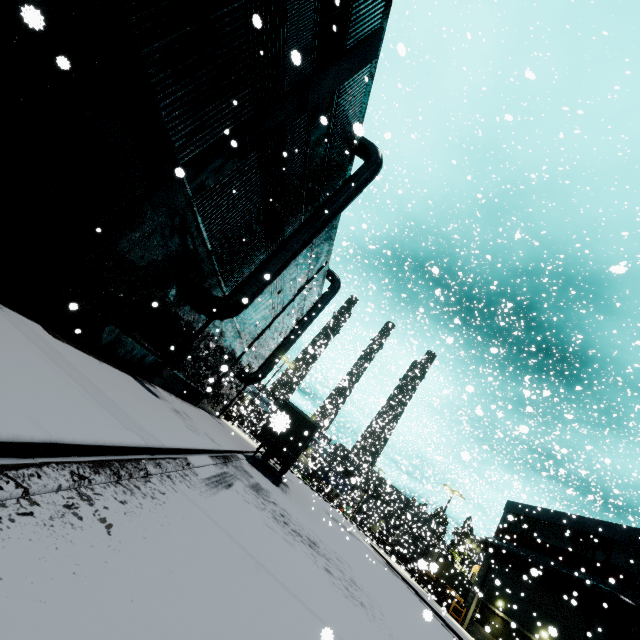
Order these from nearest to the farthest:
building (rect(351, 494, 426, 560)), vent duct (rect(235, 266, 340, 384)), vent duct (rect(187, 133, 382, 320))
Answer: vent duct (rect(187, 133, 382, 320)) → vent duct (rect(235, 266, 340, 384)) → building (rect(351, 494, 426, 560))

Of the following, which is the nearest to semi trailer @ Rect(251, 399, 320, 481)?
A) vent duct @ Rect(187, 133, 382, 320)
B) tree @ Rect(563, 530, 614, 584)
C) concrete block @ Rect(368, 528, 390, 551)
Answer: concrete block @ Rect(368, 528, 390, 551)

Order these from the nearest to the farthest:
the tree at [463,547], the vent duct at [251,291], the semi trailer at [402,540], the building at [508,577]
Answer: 1. the vent duct at [251,291]
2. the building at [508,577]
3. the tree at [463,547]
4. the semi trailer at [402,540]

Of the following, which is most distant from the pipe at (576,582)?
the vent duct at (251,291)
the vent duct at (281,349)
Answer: the vent duct at (251,291)

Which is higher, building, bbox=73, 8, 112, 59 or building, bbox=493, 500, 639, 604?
building, bbox=493, 500, 639, 604

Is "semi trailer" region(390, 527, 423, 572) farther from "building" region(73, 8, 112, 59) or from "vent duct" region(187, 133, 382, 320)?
"vent duct" region(187, 133, 382, 320)

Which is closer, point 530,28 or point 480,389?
point 530,28

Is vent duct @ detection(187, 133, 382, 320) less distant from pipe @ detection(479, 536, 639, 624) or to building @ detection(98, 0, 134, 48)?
building @ detection(98, 0, 134, 48)
